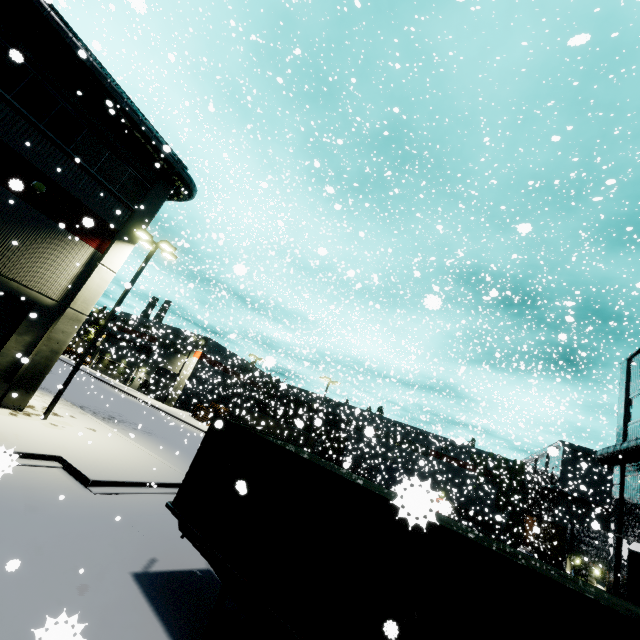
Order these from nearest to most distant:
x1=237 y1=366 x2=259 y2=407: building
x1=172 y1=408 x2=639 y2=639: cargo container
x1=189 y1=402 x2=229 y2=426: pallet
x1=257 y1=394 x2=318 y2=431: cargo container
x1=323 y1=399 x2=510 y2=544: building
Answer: x1=172 y1=408 x2=639 y2=639: cargo container, x1=323 y1=399 x2=510 y2=544: building, x1=257 y1=394 x2=318 y2=431: cargo container, x1=237 y1=366 x2=259 y2=407: building, x1=189 y1=402 x2=229 y2=426: pallet

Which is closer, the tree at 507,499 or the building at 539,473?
the building at 539,473

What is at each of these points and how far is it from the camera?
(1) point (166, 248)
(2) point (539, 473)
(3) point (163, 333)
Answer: (1) light, 17.2 meters
(2) building, 58.1 meters
(3) building, 52.4 meters

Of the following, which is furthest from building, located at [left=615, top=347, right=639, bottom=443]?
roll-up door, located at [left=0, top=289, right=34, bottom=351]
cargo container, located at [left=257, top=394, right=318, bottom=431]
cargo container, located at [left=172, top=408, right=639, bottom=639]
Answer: cargo container, located at [left=257, top=394, right=318, bottom=431]

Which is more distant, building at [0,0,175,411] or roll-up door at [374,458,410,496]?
building at [0,0,175,411]

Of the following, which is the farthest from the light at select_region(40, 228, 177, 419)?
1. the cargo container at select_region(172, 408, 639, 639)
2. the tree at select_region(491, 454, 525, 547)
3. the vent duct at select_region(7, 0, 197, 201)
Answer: the tree at select_region(491, 454, 525, 547)

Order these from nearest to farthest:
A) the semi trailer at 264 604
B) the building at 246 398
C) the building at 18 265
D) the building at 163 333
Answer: the semi trailer at 264 604 → the building at 18 265 → the building at 246 398 → the building at 163 333
